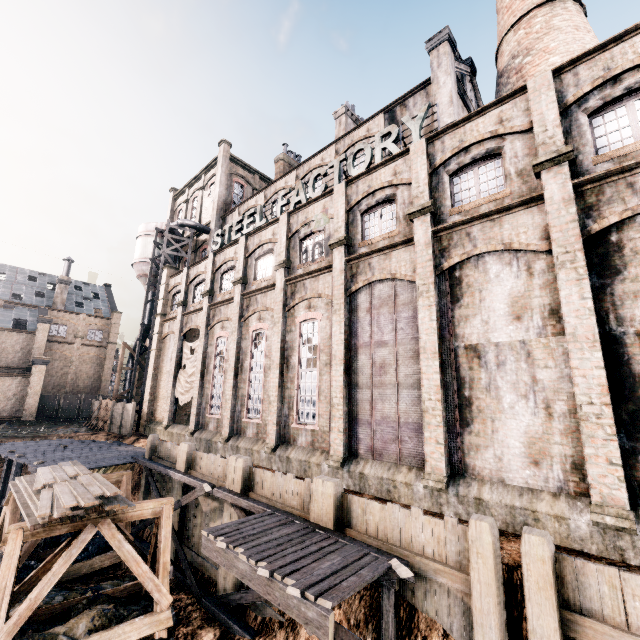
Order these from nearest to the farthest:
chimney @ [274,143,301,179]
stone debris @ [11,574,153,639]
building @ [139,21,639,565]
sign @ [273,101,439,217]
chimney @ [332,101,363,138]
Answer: building @ [139,21,639,565]
stone debris @ [11,574,153,639]
sign @ [273,101,439,217]
chimney @ [332,101,363,138]
chimney @ [274,143,301,179]

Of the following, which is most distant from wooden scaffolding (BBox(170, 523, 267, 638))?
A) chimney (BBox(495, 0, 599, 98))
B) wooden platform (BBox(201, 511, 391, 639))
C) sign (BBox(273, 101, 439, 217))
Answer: chimney (BBox(495, 0, 599, 98))

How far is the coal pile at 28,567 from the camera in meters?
13.3 m

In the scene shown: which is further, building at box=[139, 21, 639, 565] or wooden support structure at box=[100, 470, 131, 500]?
wooden support structure at box=[100, 470, 131, 500]

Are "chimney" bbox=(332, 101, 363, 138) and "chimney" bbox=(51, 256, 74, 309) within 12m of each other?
no

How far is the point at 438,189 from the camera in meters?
13.6

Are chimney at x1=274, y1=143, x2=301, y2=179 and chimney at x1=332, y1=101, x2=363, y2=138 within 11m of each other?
yes

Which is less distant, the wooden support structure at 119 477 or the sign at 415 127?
the sign at 415 127
